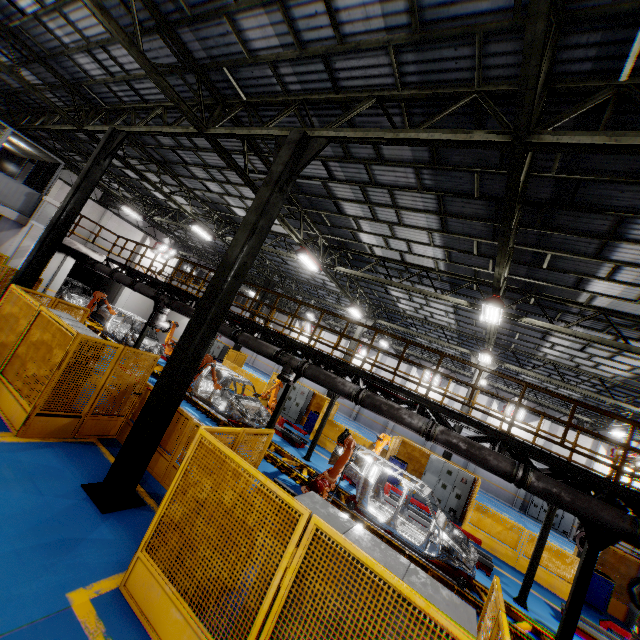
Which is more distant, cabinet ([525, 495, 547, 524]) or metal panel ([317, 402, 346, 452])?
cabinet ([525, 495, 547, 524])

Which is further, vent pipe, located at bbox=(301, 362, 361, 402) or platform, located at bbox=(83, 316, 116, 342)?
platform, located at bbox=(83, 316, 116, 342)

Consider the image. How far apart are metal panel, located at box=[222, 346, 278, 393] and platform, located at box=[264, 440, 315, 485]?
4.6 meters

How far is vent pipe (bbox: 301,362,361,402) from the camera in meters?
8.9 m

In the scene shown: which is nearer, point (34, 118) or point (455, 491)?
point (455, 491)

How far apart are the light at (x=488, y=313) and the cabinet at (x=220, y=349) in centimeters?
1786cm

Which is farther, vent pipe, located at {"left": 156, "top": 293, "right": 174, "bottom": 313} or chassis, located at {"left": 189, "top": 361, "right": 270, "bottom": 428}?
vent pipe, located at {"left": 156, "top": 293, "right": 174, "bottom": 313}

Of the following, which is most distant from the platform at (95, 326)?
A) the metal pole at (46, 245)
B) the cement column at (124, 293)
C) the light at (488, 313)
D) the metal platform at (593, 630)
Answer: the light at (488, 313)
